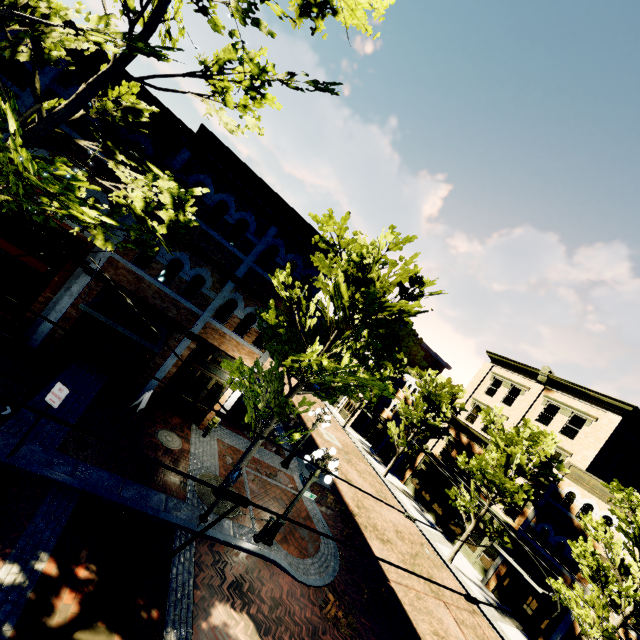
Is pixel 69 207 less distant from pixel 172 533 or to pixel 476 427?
pixel 172 533

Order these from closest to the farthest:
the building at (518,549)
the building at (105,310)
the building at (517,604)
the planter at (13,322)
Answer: the planter at (13,322)
the building at (105,310)
the building at (517,604)
the building at (518,549)

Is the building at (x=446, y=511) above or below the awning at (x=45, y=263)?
below

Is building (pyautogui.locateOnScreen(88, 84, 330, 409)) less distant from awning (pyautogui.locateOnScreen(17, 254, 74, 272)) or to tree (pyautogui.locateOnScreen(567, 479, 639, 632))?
tree (pyautogui.locateOnScreen(567, 479, 639, 632))

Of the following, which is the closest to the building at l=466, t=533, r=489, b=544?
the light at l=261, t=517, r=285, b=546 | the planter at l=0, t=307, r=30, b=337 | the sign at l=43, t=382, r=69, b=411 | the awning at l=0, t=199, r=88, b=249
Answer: the light at l=261, t=517, r=285, b=546

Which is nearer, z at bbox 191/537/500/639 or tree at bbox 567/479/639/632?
z at bbox 191/537/500/639

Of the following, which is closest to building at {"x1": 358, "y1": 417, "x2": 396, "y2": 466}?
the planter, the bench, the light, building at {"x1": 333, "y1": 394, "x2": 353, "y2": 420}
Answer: building at {"x1": 333, "y1": 394, "x2": 353, "y2": 420}

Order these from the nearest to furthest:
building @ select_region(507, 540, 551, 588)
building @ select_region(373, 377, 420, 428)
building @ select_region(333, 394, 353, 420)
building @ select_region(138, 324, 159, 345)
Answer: building @ select_region(138, 324, 159, 345) < building @ select_region(507, 540, 551, 588) < building @ select_region(373, 377, 420, 428) < building @ select_region(333, 394, 353, 420)
